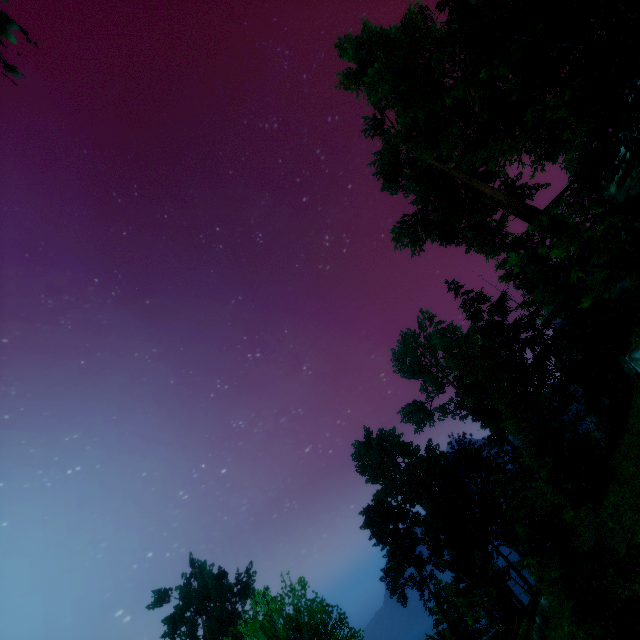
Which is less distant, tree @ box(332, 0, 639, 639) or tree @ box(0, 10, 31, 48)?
tree @ box(0, 10, 31, 48)

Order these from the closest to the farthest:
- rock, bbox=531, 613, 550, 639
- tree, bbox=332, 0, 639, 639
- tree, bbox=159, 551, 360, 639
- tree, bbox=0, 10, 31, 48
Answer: tree, bbox=0, 10, 31, 48
tree, bbox=332, 0, 639, 639
tree, bbox=159, 551, 360, 639
rock, bbox=531, 613, 550, 639

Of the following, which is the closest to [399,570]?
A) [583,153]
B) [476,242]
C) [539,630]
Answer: [539,630]

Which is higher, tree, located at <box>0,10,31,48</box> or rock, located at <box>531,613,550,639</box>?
tree, located at <box>0,10,31,48</box>

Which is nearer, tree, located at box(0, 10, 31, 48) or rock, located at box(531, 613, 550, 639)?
tree, located at box(0, 10, 31, 48)

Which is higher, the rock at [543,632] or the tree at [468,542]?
the tree at [468,542]
